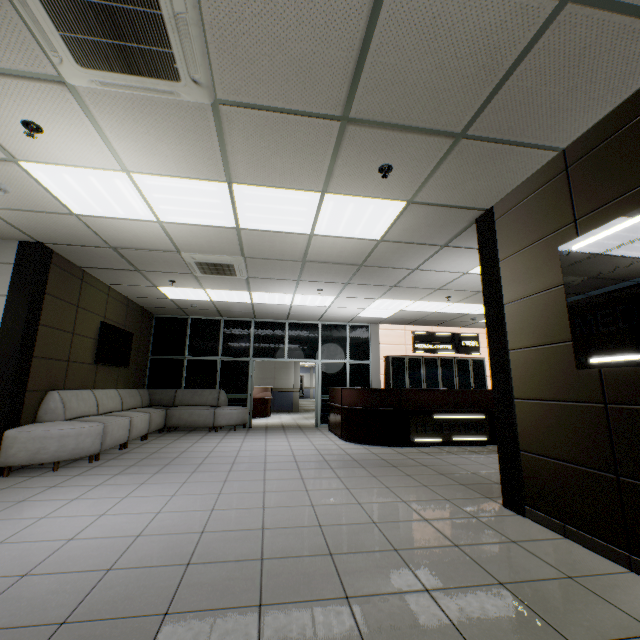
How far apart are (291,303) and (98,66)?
6.3 meters

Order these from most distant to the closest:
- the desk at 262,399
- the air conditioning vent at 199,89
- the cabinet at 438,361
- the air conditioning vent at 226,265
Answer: the desk at 262,399 → the cabinet at 438,361 → the air conditioning vent at 226,265 → the air conditioning vent at 199,89

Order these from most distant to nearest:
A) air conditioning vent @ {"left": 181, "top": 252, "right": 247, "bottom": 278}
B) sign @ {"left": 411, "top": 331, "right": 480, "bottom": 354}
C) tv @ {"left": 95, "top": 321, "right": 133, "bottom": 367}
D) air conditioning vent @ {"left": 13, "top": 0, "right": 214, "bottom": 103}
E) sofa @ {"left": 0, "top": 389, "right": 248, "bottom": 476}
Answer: sign @ {"left": 411, "top": 331, "right": 480, "bottom": 354} → tv @ {"left": 95, "top": 321, "right": 133, "bottom": 367} → air conditioning vent @ {"left": 181, "top": 252, "right": 247, "bottom": 278} → sofa @ {"left": 0, "top": 389, "right": 248, "bottom": 476} → air conditioning vent @ {"left": 13, "top": 0, "right": 214, "bottom": 103}

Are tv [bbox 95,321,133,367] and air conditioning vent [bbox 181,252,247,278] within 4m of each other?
yes

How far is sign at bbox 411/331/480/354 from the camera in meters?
10.8 m

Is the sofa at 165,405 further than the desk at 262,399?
No

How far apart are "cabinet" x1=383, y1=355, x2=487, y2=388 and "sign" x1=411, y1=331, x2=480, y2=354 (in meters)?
0.19

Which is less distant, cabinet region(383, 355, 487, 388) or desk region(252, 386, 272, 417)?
cabinet region(383, 355, 487, 388)
